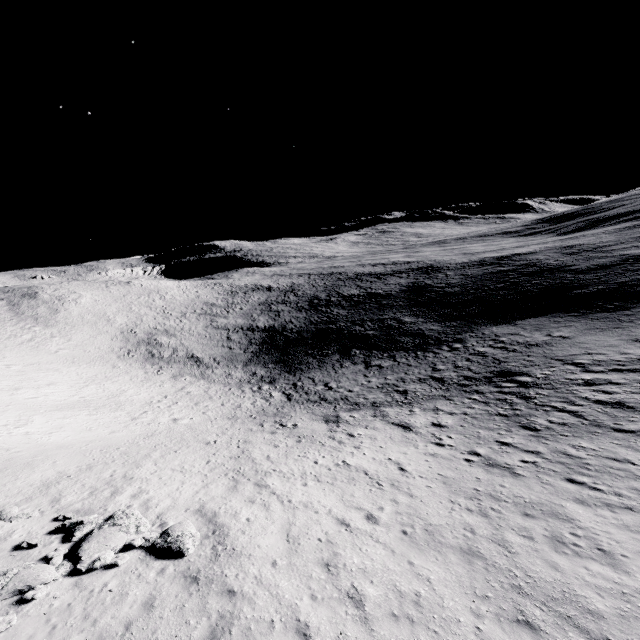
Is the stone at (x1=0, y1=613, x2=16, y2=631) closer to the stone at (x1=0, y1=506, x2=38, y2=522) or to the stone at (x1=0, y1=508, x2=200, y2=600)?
the stone at (x1=0, y1=508, x2=200, y2=600)

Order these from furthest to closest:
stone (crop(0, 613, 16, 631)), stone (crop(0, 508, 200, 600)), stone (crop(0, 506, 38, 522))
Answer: stone (crop(0, 506, 38, 522)), stone (crop(0, 508, 200, 600)), stone (crop(0, 613, 16, 631))

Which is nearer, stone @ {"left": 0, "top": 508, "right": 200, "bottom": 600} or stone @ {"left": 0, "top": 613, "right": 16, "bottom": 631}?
stone @ {"left": 0, "top": 613, "right": 16, "bottom": 631}

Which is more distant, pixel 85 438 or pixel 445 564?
pixel 85 438

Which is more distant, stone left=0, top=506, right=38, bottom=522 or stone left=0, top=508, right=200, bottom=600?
stone left=0, top=506, right=38, bottom=522

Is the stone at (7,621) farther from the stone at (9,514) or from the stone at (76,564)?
the stone at (9,514)
